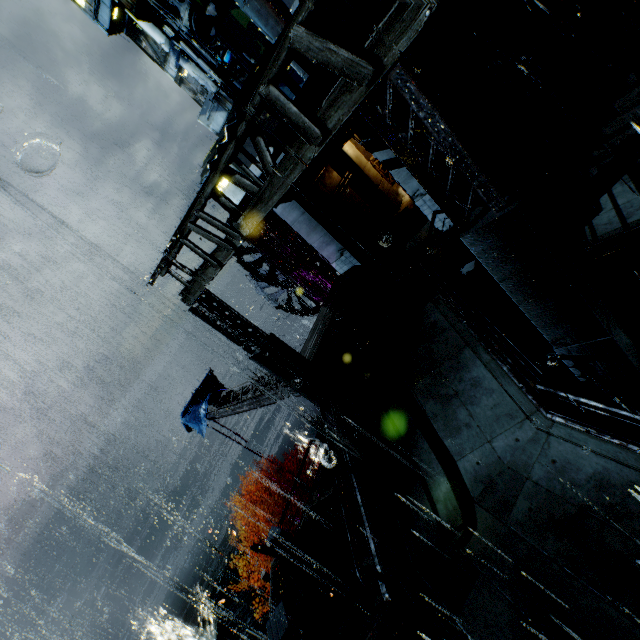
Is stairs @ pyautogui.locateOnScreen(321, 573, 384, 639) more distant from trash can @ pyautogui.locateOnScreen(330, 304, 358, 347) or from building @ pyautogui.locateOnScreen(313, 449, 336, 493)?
trash can @ pyautogui.locateOnScreen(330, 304, 358, 347)

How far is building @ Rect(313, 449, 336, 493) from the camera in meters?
14.6 m

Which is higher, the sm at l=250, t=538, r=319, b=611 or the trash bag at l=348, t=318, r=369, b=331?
the trash bag at l=348, t=318, r=369, b=331

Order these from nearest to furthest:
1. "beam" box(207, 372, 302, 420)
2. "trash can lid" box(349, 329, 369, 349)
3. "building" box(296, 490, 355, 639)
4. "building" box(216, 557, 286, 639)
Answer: "building" box(296, 490, 355, 639), "trash can lid" box(349, 329, 369, 349), "beam" box(207, 372, 302, 420), "building" box(216, 557, 286, 639)

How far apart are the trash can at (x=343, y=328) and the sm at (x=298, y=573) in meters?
8.1 m

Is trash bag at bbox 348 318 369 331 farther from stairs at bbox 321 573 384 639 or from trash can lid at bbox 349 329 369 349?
stairs at bbox 321 573 384 639

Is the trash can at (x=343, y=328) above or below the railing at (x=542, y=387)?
above

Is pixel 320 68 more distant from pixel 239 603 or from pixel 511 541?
pixel 239 603
